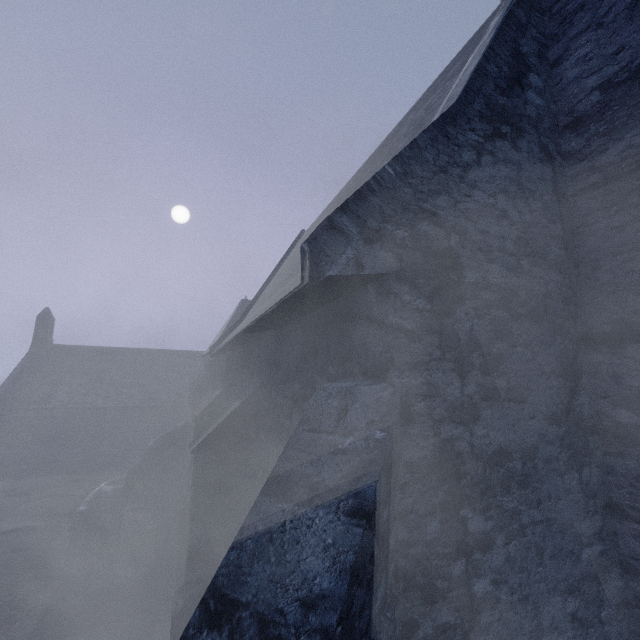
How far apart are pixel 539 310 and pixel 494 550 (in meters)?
2.08
